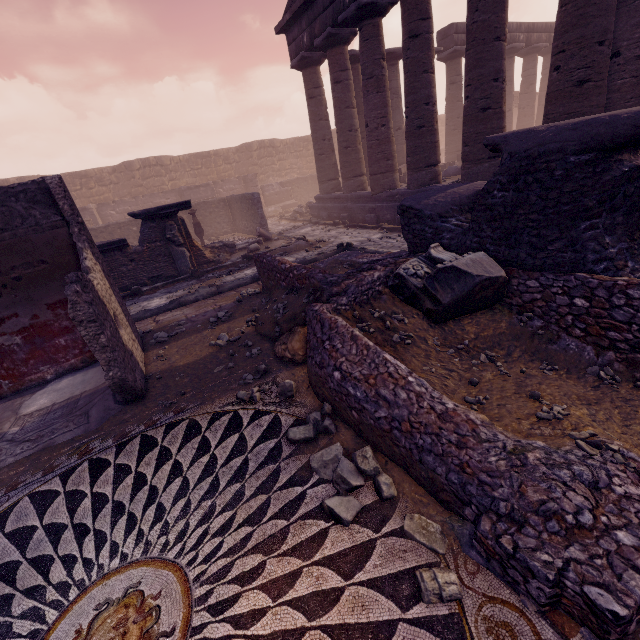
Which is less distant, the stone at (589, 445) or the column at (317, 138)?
the stone at (589, 445)

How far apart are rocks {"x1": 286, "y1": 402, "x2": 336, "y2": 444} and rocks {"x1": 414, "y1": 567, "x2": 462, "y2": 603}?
1.0m

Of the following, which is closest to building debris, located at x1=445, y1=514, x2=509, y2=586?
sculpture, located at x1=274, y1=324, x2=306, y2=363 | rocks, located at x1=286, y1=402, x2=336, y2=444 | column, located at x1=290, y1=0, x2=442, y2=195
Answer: rocks, located at x1=286, y1=402, x2=336, y2=444

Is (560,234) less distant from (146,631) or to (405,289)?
(405,289)

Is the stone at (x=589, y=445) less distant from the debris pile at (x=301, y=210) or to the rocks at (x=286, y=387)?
the rocks at (x=286, y=387)

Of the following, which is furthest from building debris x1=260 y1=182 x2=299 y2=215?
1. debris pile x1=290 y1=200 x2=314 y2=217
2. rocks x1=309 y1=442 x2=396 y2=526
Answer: rocks x1=309 y1=442 x2=396 y2=526

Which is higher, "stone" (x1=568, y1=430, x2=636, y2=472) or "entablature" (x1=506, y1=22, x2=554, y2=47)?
"entablature" (x1=506, y1=22, x2=554, y2=47)

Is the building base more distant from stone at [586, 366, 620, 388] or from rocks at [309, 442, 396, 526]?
rocks at [309, 442, 396, 526]
